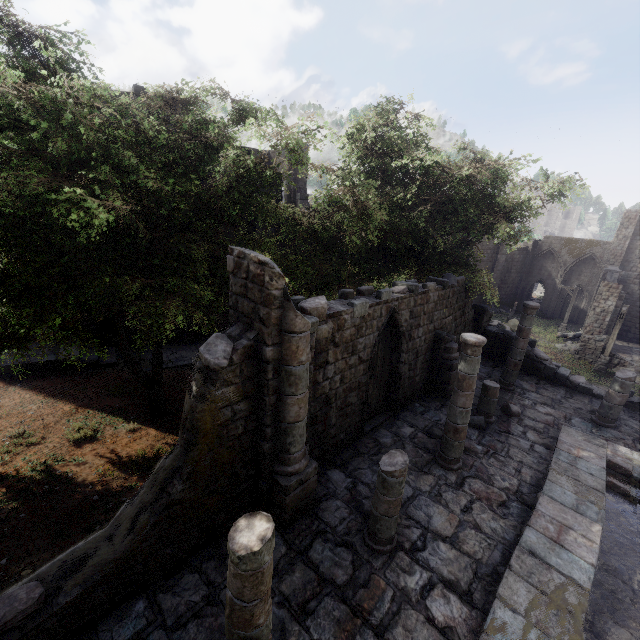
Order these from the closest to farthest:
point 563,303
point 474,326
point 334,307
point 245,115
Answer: point 334,307 < point 245,115 < point 474,326 < point 563,303

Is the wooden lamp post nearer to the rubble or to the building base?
the rubble

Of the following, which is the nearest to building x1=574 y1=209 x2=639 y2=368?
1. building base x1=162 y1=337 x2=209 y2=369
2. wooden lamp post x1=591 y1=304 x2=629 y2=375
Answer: building base x1=162 y1=337 x2=209 y2=369

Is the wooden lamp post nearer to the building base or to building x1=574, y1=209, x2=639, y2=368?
building x1=574, y1=209, x2=639, y2=368

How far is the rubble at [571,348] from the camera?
24.9 meters

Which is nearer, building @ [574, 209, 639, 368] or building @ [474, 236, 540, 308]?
Result: building @ [574, 209, 639, 368]

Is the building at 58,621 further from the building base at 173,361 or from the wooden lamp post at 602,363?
the wooden lamp post at 602,363

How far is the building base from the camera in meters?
16.8
